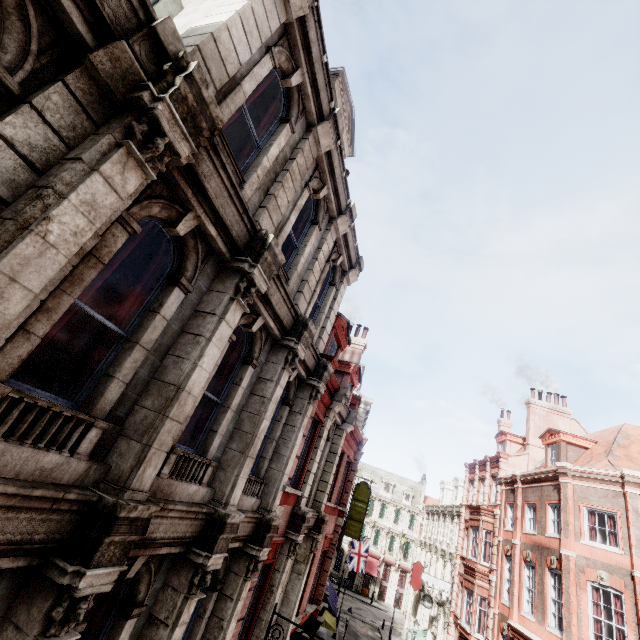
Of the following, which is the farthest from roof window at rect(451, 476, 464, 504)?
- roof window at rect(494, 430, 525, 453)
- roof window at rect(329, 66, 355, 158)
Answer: roof window at rect(329, 66, 355, 158)

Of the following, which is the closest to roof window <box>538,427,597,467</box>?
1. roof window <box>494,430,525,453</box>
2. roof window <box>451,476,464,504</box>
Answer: roof window <box>494,430,525,453</box>

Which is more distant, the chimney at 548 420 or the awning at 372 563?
the awning at 372 563

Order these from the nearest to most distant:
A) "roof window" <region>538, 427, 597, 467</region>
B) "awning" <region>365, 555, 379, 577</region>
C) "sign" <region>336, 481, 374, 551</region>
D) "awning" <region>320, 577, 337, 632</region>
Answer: "roof window" <region>538, 427, 597, 467</region>
"awning" <region>320, 577, 337, 632</region>
"sign" <region>336, 481, 374, 551</region>
"awning" <region>365, 555, 379, 577</region>

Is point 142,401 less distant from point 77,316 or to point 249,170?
point 77,316

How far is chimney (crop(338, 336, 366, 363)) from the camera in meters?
20.5 m

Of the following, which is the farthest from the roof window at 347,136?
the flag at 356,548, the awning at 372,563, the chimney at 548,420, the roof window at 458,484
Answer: the awning at 372,563

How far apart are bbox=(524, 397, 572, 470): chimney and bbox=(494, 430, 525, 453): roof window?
2.2m
